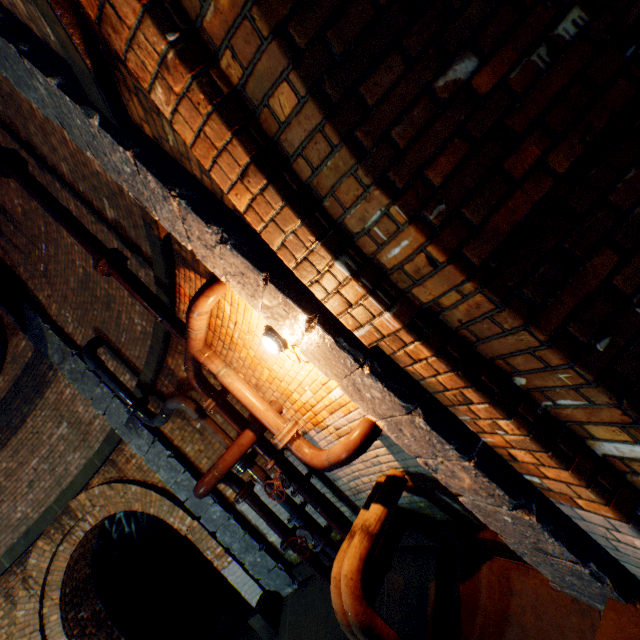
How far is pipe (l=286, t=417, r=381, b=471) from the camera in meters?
2.8

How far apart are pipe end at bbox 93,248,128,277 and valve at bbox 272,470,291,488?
3.31m

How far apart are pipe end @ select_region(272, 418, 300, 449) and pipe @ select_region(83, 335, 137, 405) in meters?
3.1

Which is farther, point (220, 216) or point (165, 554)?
point (165, 554)

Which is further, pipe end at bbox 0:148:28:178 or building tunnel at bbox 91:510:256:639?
building tunnel at bbox 91:510:256:639

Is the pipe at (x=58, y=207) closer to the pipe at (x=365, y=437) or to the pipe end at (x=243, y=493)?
the pipe at (x=365, y=437)

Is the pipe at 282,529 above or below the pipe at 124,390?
below

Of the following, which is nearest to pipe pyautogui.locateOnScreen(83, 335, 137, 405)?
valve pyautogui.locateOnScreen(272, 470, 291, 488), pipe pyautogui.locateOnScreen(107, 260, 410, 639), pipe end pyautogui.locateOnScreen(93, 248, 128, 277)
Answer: pipe pyautogui.locateOnScreen(107, 260, 410, 639)
